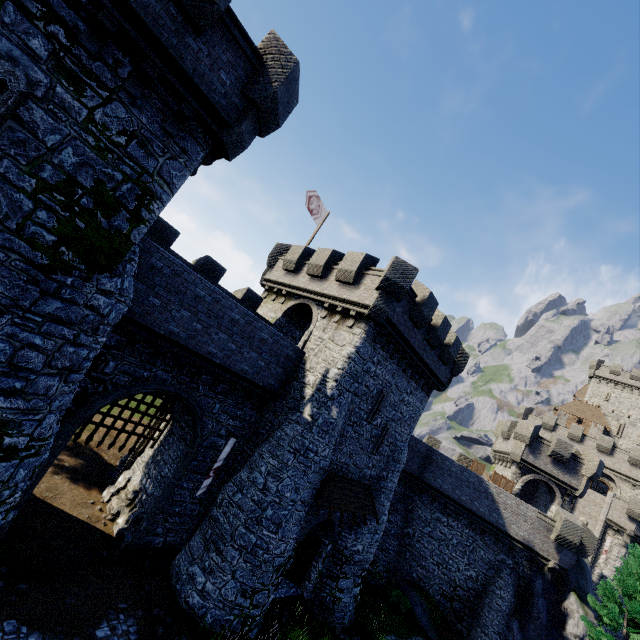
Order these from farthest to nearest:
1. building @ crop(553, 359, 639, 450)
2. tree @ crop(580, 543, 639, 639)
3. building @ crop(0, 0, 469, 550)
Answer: building @ crop(553, 359, 639, 450)
tree @ crop(580, 543, 639, 639)
building @ crop(0, 0, 469, 550)

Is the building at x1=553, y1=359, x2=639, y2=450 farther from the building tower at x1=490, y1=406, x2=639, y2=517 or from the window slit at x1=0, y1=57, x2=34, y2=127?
the window slit at x1=0, y1=57, x2=34, y2=127

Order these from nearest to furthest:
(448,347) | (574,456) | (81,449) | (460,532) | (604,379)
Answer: (81,449) → (448,347) → (460,532) → (574,456) → (604,379)

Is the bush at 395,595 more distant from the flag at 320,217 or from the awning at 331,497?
the flag at 320,217

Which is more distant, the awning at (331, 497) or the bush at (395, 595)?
the bush at (395, 595)

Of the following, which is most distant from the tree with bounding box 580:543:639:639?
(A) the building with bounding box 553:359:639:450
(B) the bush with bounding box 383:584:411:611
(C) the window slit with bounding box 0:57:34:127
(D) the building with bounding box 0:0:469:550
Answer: (A) the building with bounding box 553:359:639:450

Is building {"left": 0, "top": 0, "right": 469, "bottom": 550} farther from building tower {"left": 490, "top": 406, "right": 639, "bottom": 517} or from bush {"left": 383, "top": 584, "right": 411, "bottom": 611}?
building tower {"left": 490, "top": 406, "right": 639, "bottom": 517}

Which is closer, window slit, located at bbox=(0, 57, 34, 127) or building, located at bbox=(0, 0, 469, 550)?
window slit, located at bbox=(0, 57, 34, 127)
